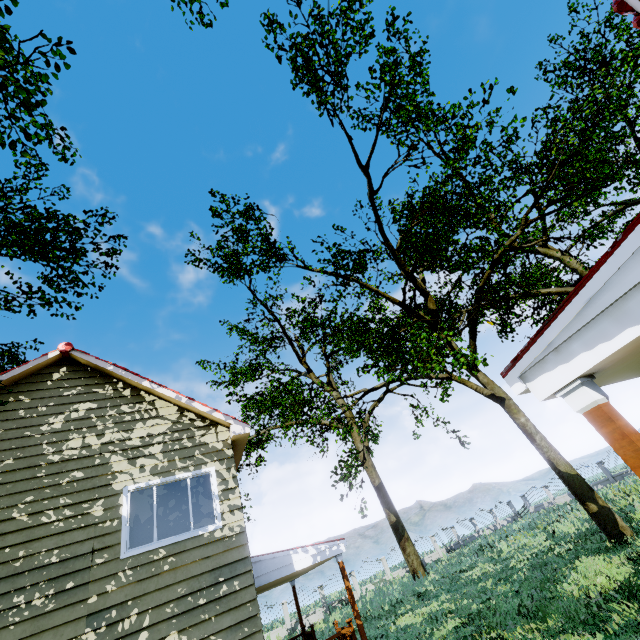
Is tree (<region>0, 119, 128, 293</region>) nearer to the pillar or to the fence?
the fence

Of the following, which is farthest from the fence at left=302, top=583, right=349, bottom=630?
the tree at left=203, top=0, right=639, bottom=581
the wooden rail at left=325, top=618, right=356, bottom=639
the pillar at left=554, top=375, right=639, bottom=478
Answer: the pillar at left=554, top=375, right=639, bottom=478

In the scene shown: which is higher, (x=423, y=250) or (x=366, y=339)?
(x=366, y=339)

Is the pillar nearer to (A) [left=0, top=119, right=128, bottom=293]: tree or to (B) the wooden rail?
(A) [left=0, top=119, right=128, bottom=293]: tree

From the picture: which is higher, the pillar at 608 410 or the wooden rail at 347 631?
the pillar at 608 410

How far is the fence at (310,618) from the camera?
25.4m

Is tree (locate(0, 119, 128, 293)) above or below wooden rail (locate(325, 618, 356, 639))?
above

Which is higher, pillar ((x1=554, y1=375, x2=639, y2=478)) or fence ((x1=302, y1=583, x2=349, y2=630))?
pillar ((x1=554, y1=375, x2=639, y2=478))
